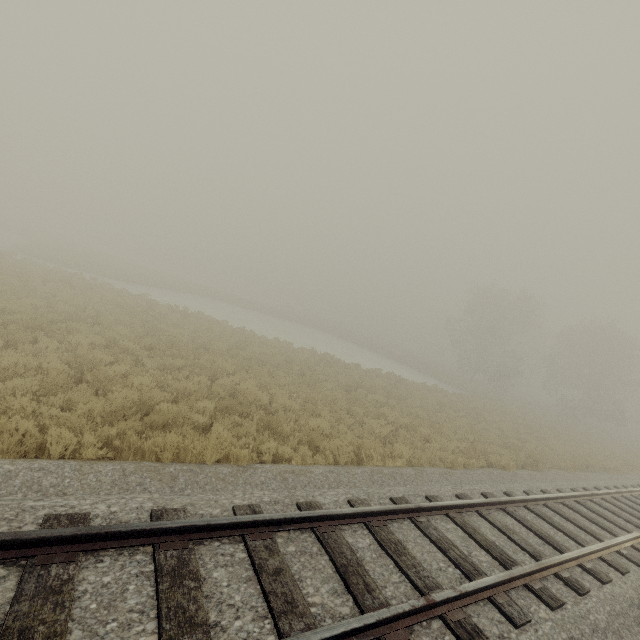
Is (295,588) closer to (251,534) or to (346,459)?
(251,534)
